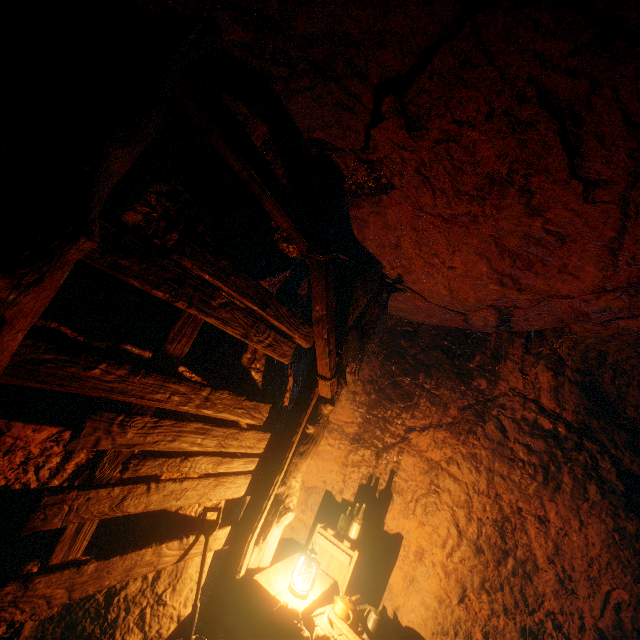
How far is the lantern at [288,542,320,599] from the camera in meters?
3.4

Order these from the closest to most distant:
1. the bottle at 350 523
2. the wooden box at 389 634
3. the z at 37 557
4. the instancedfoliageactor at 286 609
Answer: the z at 37 557
the instancedfoliageactor at 286 609
the wooden box at 389 634
the bottle at 350 523

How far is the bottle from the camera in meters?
4.3 m

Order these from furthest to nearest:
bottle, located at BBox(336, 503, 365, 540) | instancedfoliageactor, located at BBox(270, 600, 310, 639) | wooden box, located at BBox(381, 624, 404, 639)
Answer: bottle, located at BBox(336, 503, 365, 540)
wooden box, located at BBox(381, 624, 404, 639)
instancedfoliageactor, located at BBox(270, 600, 310, 639)

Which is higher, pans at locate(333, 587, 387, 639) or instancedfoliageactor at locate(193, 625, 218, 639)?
pans at locate(333, 587, 387, 639)

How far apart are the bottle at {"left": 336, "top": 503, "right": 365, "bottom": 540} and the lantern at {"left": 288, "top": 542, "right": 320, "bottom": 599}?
0.9 meters

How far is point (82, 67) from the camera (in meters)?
1.49

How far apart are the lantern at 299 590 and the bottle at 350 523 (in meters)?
0.87
